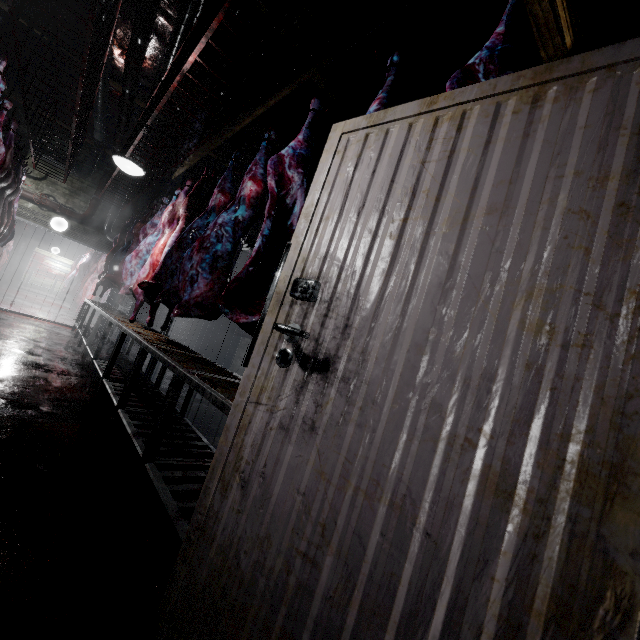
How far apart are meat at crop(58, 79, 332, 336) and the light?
5.5m

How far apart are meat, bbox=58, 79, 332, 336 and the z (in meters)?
0.47

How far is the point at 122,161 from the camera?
3.4m

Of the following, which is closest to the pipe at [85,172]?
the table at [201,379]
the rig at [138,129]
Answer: the rig at [138,129]

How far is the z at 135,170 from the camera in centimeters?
338cm

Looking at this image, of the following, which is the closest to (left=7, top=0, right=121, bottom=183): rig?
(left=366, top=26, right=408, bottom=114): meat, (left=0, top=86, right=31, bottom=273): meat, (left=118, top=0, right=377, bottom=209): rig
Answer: (left=0, top=86, right=31, bottom=273): meat

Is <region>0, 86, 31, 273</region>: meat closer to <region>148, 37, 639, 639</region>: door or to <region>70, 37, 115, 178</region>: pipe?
<region>70, 37, 115, 178</region>: pipe

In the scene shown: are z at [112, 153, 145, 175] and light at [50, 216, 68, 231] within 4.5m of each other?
no
